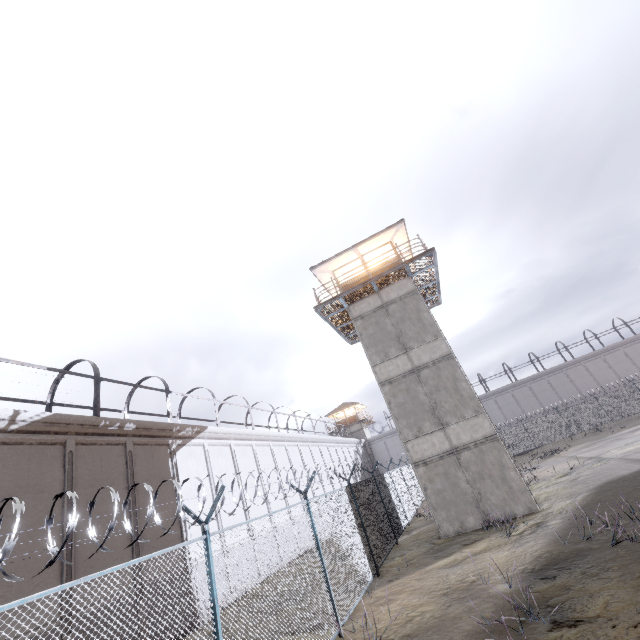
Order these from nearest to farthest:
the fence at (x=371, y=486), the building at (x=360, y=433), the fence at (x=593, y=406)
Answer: the fence at (x=371, y=486) → the fence at (x=593, y=406) → the building at (x=360, y=433)

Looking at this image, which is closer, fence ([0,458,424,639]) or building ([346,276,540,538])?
fence ([0,458,424,639])

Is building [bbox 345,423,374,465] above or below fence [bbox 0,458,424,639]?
above

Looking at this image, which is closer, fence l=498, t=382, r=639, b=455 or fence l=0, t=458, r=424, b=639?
fence l=0, t=458, r=424, b=639

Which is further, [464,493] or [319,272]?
[319,272]

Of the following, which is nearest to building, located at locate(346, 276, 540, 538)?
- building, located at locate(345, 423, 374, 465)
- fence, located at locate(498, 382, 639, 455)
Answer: fence, located at locate(498, 382, 639, 455)

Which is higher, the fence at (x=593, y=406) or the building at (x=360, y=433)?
the building at (x=360, y=433)

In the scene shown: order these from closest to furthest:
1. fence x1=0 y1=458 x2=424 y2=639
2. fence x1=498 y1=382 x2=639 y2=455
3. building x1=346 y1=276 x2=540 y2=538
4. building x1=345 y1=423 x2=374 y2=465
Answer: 1. fence x1=0 y1=458 x2=424 y2=639
2. building x1=346 y1=276 x2=540 y2=538
3. fence x1=498 y1=382 x2=639 y2=455
4. building x1=345 y1=423 x2=374 y2=465
